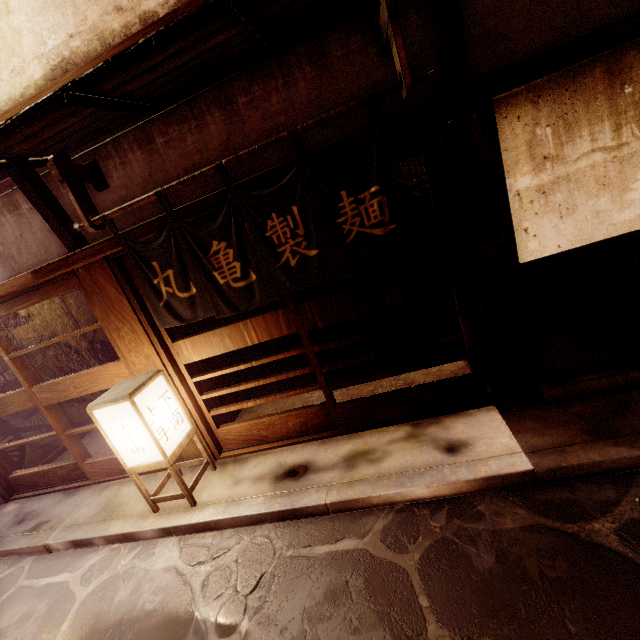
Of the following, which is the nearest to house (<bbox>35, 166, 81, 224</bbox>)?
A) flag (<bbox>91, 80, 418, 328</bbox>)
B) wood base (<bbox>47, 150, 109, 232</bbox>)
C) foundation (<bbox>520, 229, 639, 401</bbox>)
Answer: wood base (<bbox>47, 150, 109, 232</bbox>)

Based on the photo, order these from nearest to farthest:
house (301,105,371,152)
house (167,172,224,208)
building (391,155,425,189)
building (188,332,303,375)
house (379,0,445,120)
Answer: house (379,0,445,120) < house (301,105,371,152) < house (167,172,224,208) < building (188,332,303,375) < building (391,155,425,189)

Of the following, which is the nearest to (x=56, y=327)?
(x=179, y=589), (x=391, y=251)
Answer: (x=179, y=589)

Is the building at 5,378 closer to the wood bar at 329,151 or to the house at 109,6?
the wood bar at 329,151

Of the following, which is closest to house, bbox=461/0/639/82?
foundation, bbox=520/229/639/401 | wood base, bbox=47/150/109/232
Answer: wood base, bbox=47/150/109/232

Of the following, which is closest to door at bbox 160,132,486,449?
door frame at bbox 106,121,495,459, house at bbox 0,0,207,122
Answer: door frame at bbox 106,121,495,459

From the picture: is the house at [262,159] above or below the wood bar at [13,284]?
above

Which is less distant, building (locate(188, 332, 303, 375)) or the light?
the light
